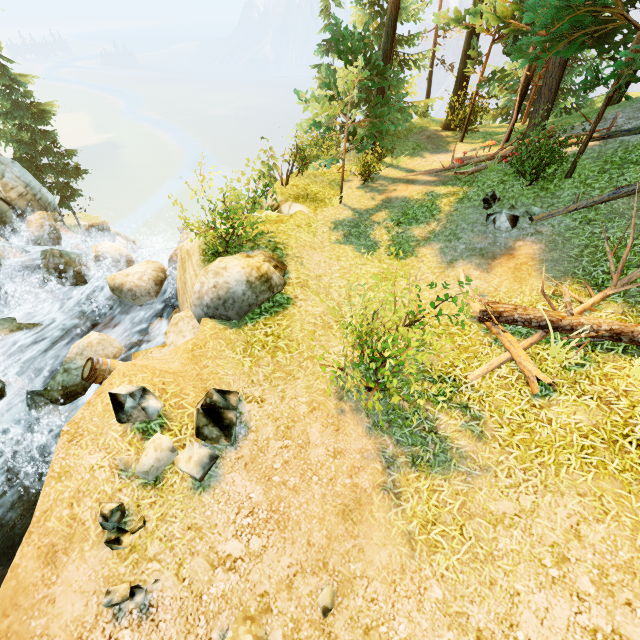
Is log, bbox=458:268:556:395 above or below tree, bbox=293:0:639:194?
below

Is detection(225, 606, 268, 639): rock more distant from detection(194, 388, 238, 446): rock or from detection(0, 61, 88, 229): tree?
detection(0, 61, 88, 229): tree

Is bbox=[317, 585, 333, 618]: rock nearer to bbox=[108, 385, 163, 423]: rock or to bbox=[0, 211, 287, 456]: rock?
bbox=[108, 385, 163, 423]: rock

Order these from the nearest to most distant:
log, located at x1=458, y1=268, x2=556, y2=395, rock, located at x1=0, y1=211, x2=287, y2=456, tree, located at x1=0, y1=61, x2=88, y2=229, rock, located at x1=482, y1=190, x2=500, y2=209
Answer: log, located at x1=458, y1=268, x2=556, y2=395 → rock, located at x1=0, y1=211, x2=287, y2=456 → rock, located at x1=482, y1=190, x2=500, y2=209 → tree, located at x1=0, y1=61, x2=88, y2=229

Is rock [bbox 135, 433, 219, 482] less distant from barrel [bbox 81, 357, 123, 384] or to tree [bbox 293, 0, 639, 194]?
barrel [bbox 81, 357, 123, 384]

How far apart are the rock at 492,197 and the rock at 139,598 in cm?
1216

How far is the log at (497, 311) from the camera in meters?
5.9

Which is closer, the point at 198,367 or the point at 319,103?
the point at 198,367
